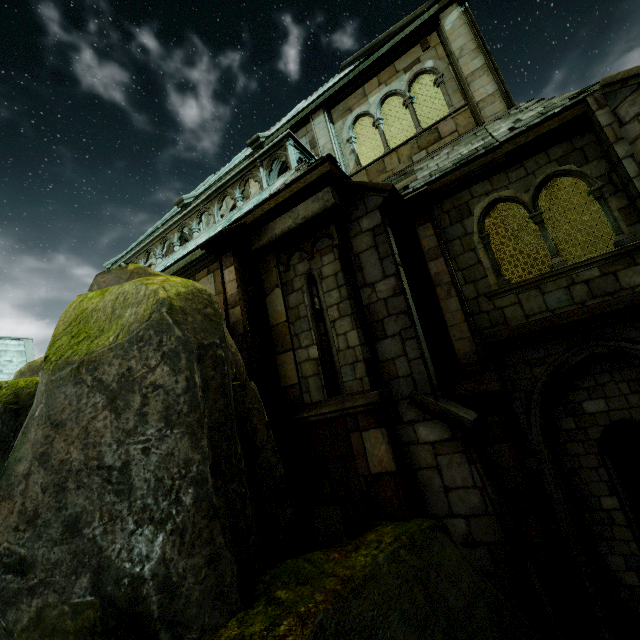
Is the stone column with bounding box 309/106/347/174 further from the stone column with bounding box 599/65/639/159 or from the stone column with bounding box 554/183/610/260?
the stone column with bounding box 599/65/639/159

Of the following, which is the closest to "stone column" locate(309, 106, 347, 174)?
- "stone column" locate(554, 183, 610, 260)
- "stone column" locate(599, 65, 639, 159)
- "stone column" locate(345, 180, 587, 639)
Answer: "stone column" locate(345, 180, 587, 639)

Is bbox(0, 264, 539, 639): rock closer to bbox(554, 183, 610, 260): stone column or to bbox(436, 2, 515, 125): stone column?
bbox(554, 183, 610, 260): stone column

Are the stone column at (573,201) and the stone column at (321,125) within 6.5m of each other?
yes

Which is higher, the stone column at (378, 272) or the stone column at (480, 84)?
the stone column at (480, 84)

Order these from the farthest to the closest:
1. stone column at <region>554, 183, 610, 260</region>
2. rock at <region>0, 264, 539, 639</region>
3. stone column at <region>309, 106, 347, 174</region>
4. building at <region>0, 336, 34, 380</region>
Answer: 1. building at <region>0, 336, 34, 380</region>
2. stone column at <region>309, 106, 347, 174</region>
3. stone column at <region>554, 183, 610, 260</region>
4. rock at <region>0, 264, 539, 639</region>

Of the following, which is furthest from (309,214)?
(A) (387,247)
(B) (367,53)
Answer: (B) (367,53)

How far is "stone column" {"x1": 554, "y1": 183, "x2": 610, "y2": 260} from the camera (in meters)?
7.04
